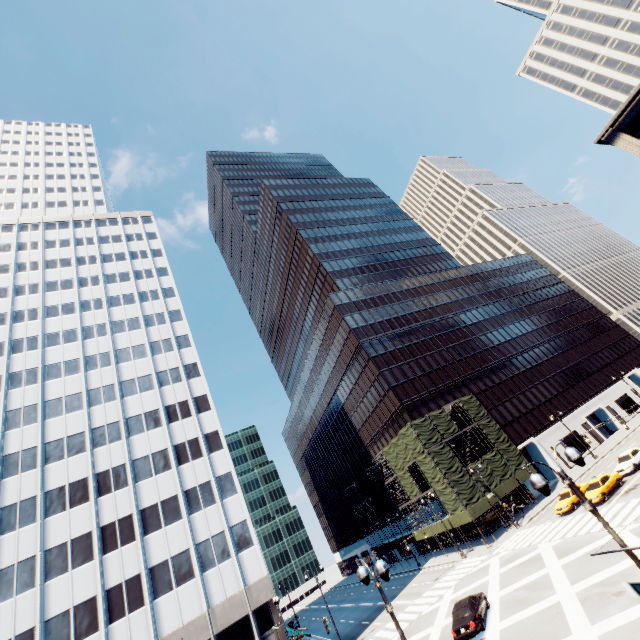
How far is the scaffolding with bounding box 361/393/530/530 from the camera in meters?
40.2

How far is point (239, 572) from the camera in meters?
32.2 m

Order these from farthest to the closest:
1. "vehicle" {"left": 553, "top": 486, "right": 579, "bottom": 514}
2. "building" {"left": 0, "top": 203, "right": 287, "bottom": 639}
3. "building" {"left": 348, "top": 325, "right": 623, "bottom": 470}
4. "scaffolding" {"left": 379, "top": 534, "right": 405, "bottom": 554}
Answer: "scaffolding" {"left": 379, "top": 534, "right": 405, "bottom": 554}, "building" {"left": 348, "top": 325, "right": 623, "bottom": 470}, "vehicle" {"left": 553, "top": 486, "right": 579, "bottom": 514}, "building" {"left": 0, "top": 203, "right": 287, "bottom": 639}

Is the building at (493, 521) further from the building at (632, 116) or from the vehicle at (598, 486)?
the building at (632, 116)

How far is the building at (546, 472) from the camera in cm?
4991

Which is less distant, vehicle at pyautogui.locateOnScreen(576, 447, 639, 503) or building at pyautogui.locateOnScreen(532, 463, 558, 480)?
vehicle at pyautogui.locateOnScreen(576, 447, 639, 503)

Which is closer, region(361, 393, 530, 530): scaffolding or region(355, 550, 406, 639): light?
region(355, 550, 406, 639): light
